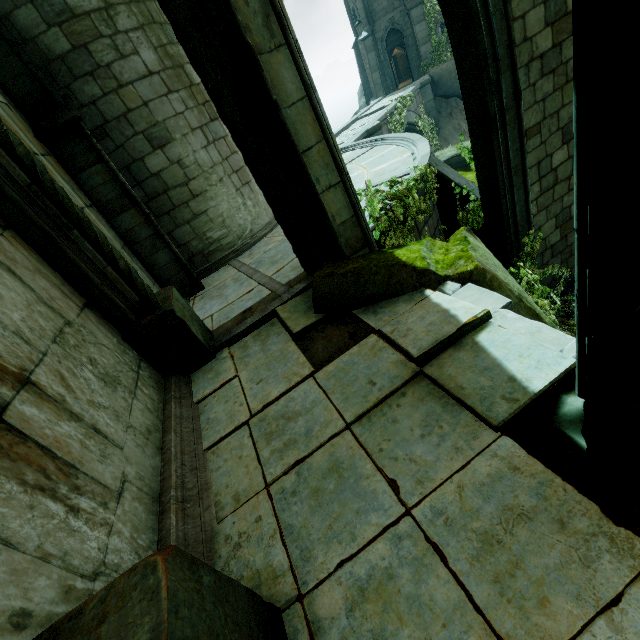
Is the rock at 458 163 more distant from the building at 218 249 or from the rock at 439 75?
the rock at 439 75

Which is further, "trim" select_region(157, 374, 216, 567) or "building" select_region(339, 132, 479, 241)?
"building" select_region(339, 132, 479, 241)

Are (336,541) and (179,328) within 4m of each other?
yes

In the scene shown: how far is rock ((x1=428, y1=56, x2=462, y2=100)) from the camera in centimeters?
2068cm

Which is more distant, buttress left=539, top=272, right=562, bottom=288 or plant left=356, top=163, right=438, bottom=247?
buttress left=539, top=272, right=562, bottom=288

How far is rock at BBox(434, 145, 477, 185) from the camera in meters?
12.5 m

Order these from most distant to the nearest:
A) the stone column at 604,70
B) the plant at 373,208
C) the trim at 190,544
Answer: the plant at 373,208 → the trim at 190,544 → the stone column at 604,70

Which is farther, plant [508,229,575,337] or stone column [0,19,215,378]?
plant [508,229,575,337]
